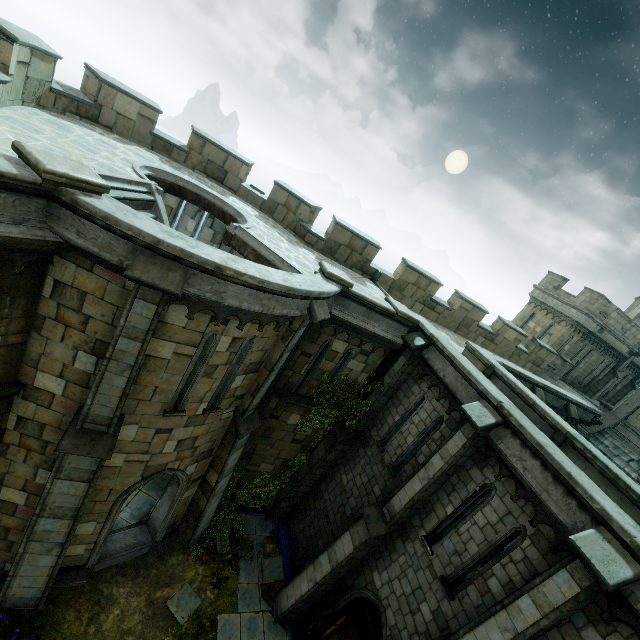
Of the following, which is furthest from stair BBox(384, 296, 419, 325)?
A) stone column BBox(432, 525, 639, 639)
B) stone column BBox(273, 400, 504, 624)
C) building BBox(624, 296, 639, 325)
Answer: building BBox(624, 296, 639, 325)

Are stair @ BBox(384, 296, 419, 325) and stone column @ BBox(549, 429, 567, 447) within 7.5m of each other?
yes

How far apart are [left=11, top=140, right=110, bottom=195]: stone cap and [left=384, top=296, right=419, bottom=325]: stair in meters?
8.3

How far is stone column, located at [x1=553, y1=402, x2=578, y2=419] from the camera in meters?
15.9

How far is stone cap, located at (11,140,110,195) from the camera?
4.70m

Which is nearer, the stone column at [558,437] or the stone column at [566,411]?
the stone column at [558,437]

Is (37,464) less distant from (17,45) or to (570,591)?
(17,45)

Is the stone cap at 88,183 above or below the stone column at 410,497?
above
